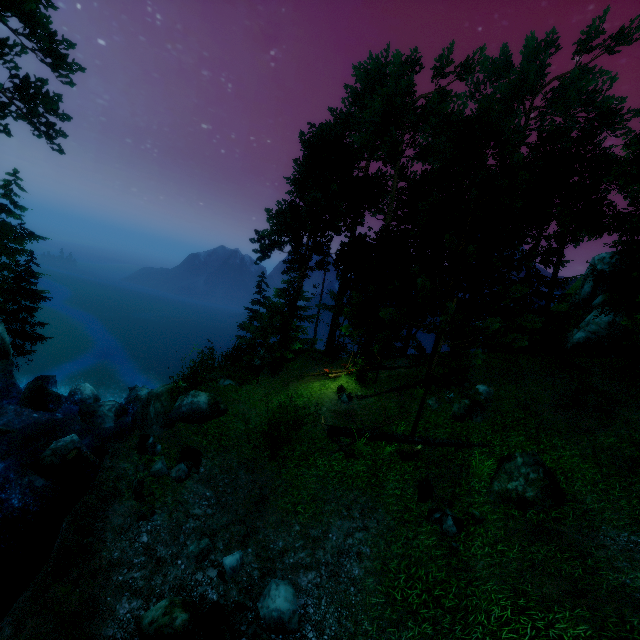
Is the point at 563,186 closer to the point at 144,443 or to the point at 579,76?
the point at 579,76

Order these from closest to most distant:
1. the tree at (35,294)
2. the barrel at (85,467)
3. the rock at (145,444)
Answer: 1. the rock at (145,444)
2. the barrel at (85,467)
3. the tree at (35,294)

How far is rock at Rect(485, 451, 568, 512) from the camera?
8.48m

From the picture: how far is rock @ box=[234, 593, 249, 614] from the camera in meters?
7.0

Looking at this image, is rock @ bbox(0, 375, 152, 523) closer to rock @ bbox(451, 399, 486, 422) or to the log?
the log

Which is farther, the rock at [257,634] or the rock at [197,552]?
the rock at [197,552]

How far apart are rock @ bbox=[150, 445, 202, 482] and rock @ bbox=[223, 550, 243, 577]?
2.6m

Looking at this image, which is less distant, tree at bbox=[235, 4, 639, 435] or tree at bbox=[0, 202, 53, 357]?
tree at bbox=[235, 4, 639, 435]
